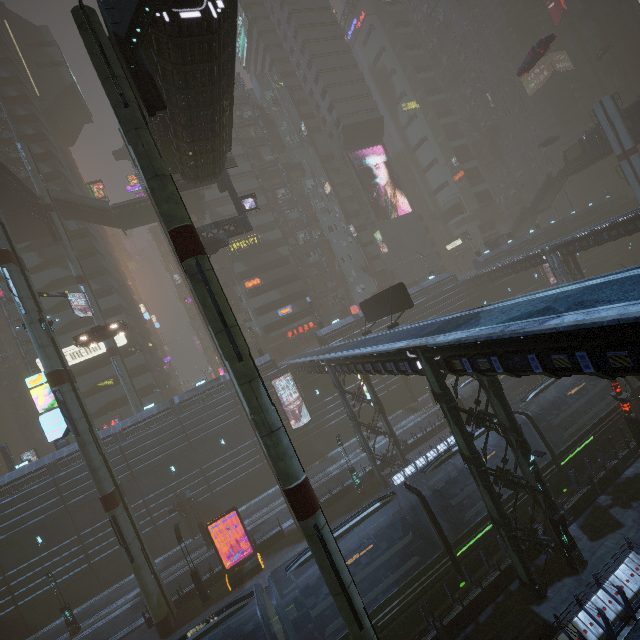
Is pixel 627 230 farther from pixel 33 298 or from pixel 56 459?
pixel 56 459

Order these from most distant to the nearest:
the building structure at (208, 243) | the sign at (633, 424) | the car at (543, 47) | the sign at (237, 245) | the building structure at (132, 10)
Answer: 1. the sign at (237, 245)
2. the car at (543, 47)
3. the building structure at (208, 243)
4. the sign at (633, 424)
5. the building structure at (132, 10)

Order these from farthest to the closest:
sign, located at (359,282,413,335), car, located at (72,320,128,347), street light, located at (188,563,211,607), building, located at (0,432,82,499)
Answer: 1. building, located at (0,432,82,499)
2. car, located at (72,320,128,347)
3. sign, located at (359,282,413,335)
4. street light, located at (188,563,211,607)

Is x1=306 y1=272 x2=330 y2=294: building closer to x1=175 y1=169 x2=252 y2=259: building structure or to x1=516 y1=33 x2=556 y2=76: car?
x1=175 y1=169 x2=252 y2=259: building structure

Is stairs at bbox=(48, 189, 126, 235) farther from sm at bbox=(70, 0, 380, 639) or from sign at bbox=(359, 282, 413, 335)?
sign at bbox=(359, 282, 413, 335)

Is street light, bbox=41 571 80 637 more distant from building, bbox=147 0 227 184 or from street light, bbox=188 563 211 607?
street light, bbox=188 563 211 607

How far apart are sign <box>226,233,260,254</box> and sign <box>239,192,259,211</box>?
20.0m

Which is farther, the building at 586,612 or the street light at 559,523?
the street light at 559,523
